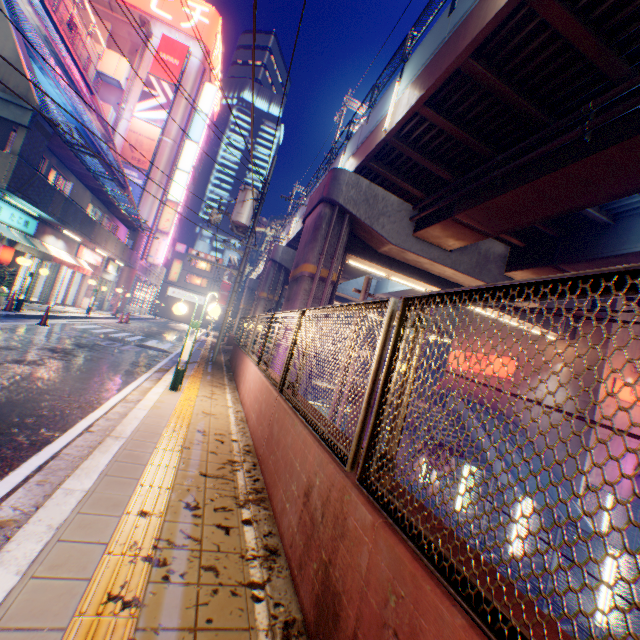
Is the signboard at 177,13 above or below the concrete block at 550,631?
above

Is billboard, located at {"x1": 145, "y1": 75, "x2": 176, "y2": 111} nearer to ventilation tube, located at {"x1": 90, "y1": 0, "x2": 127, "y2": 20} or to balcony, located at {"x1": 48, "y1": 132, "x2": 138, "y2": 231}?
ventilation tube, located at {"x1": 90, "y1": 0, "x2": 127, "y2": 20}

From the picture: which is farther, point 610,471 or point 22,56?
point 610,471

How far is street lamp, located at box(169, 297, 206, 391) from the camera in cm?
729

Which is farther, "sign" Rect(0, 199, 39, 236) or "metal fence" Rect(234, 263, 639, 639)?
"sign" Rect(0, 199, 39, 236)

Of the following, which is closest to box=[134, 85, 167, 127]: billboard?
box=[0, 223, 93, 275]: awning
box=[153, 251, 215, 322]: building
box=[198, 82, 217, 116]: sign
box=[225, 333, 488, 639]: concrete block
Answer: box=[198, 82, 217, 116]: sign

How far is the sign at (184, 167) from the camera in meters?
33.9

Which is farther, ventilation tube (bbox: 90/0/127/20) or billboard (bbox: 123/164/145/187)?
billboard (bbox: 123/164/145/187)
